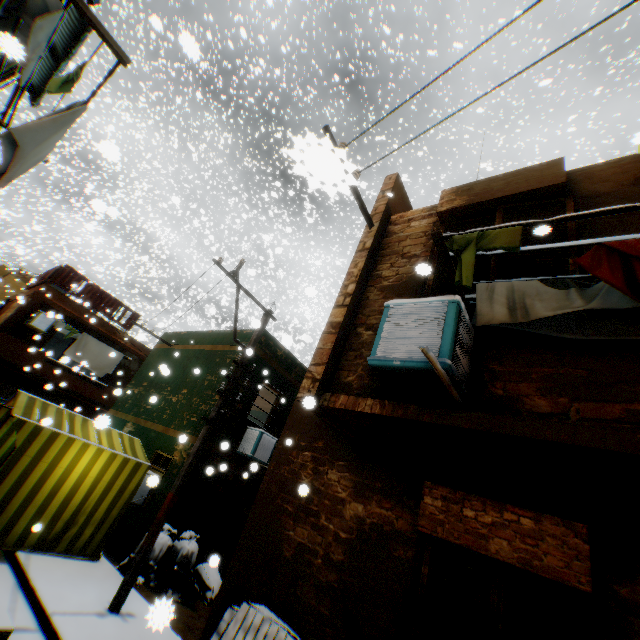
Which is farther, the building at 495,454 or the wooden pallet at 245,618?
the wooden pallet at 245,618

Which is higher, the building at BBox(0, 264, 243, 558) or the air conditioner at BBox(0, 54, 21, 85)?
the air conditioner at BBox(0, 54, 21, 85)

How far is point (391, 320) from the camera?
3.5m

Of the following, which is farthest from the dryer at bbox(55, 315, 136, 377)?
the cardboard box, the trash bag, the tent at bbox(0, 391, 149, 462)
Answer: the cardboard box

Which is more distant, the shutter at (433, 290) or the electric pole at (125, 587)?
the electric pole at (125, 587)

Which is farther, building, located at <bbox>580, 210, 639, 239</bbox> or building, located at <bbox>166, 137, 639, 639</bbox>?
building, located at <bbox>580, 210, 639, 239</bbox>

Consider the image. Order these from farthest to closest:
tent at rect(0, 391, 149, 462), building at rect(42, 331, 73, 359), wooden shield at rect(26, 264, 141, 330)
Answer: building at rect(42, 331, 73, 359)
wooden shield at rect(26, 264, 141, 330)
tent at rect(0, 391, 149, 462)

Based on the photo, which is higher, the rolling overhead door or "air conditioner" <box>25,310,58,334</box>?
"air conditioner" <box>25,310,58,334</box>
